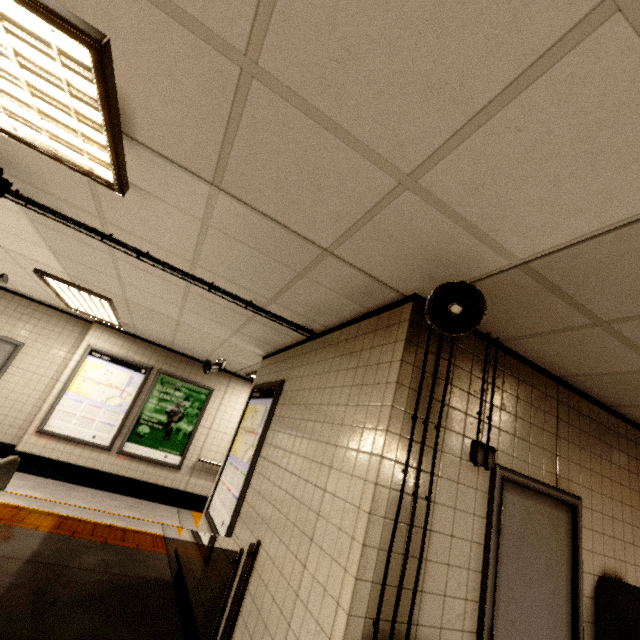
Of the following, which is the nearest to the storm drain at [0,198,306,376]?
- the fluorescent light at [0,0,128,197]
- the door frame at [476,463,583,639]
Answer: the fluorescent light at [0,0,128,197]

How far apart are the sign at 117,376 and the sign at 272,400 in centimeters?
336cm

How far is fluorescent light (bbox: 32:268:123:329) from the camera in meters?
4.5

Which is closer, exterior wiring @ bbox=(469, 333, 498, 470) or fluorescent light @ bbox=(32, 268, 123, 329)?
exterior wiring @ bbox=(469, 333, 498, 470)

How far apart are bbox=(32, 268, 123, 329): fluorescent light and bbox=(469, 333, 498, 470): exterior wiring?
5.0 meters

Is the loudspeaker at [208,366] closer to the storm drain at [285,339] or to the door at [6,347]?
the storm drain at [285,339]

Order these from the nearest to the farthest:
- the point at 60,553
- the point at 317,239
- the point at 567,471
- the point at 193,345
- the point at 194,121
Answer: the point at 194,121 < the point at 317,239 < the point at 567,471 < the point at 60,553 < the point at 193,345

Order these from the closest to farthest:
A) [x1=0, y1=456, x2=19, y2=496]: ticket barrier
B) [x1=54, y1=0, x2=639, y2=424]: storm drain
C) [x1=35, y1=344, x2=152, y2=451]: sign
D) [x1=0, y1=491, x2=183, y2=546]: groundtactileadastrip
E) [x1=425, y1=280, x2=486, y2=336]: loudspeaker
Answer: [x1=54, y1=0, x2=639, y2=424]: storm drain
[x1=425, y1=280, x2=486, y2=336]: loudspeaker
[x1=0, y1=456, x2=19, y2=496]: ticket barrier
[x1=0, y1=491, x2=183, y2=546]: groundtactileadastrip
[x1=35, y1=344, x2=152, y2=451]: sign
